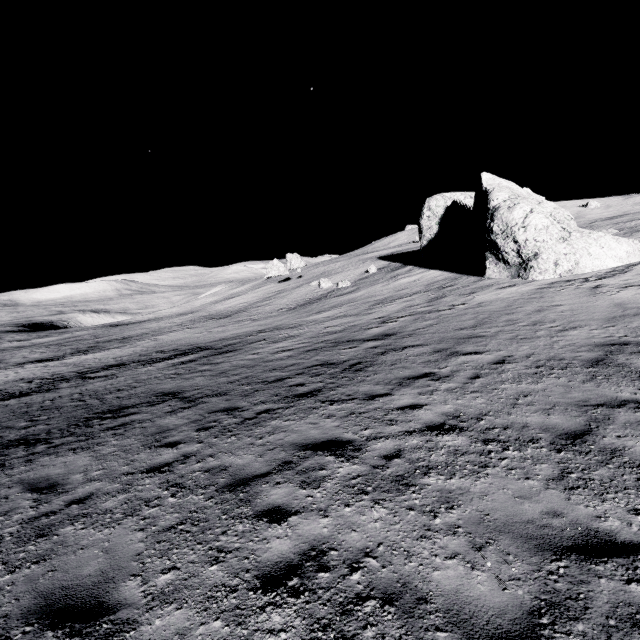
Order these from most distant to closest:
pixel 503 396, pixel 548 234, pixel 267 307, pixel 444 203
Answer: pixel 267 307 < pixel 444 203 < pixel 548 234 < pixel 503 396
